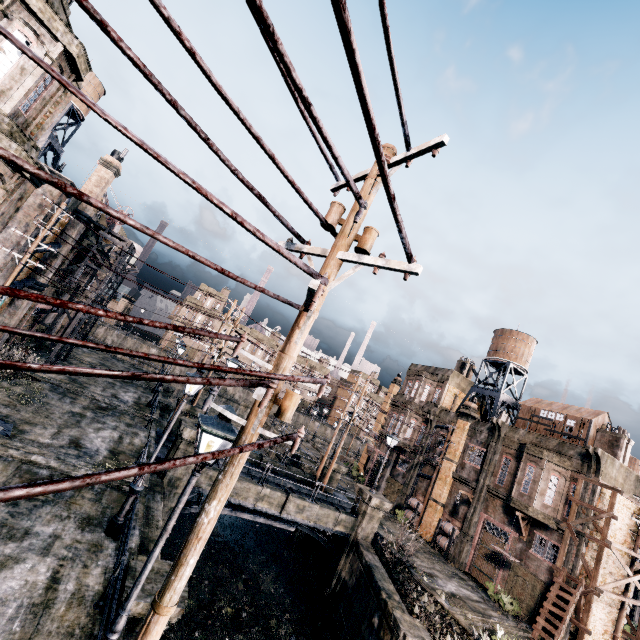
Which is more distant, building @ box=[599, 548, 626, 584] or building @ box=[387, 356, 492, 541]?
building @ box=[387, 356, 492, 541]

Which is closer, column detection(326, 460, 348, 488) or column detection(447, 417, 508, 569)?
column detection(447, 417, 508, 569)

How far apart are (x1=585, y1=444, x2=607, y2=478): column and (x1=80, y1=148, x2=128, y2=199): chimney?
39.3m

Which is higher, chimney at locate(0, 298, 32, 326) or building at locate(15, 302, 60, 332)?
chimney at locate(0, 298, 32, 326)

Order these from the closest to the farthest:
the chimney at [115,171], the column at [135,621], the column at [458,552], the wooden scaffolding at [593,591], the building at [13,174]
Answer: the column at [135,621] < the building at [13,174] < the wooden scaffolding at [593,591] < the chimney at [115,171] < the column at [458,552]

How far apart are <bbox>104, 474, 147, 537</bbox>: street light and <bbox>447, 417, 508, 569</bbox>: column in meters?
25.9 m

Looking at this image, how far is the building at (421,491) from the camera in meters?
31.9 m

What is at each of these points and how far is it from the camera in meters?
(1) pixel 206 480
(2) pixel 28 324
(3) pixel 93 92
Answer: (1) column, 17.3 m
(2) building, 27.1 m
(3) water tower, 24.5 m
